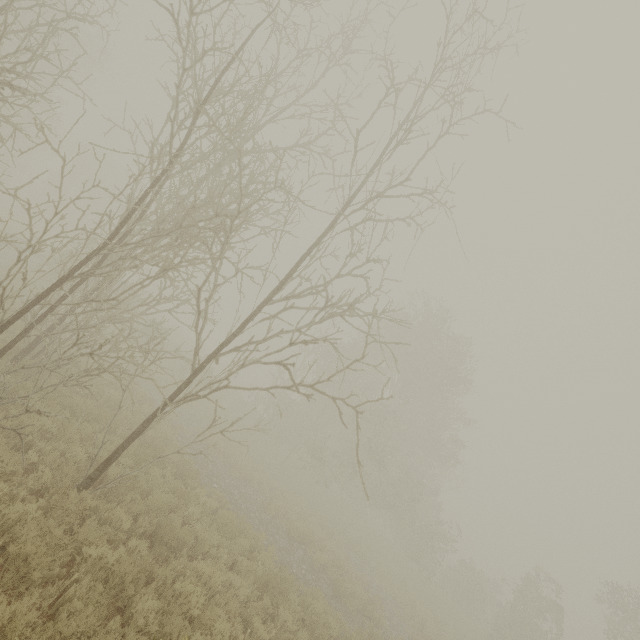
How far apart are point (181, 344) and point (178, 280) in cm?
289
